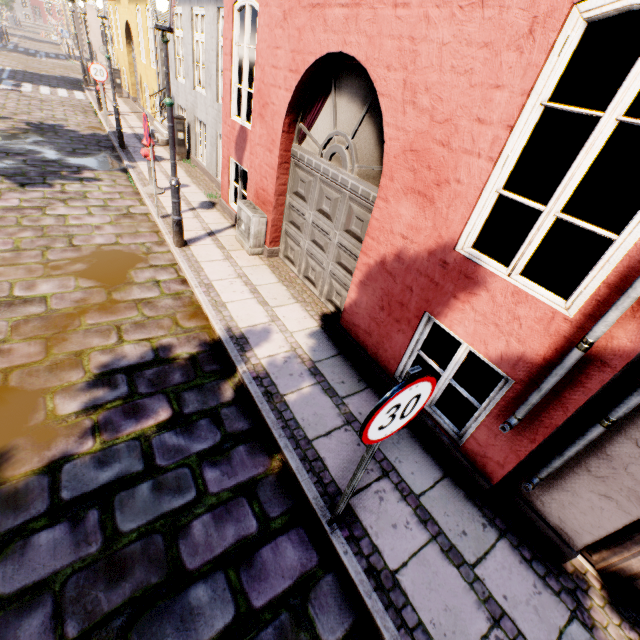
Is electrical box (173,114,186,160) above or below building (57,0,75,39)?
below

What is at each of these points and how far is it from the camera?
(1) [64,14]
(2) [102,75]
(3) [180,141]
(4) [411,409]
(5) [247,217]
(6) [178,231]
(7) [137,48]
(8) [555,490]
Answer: (1) building, 47.7 meters
(2) sign, 11.2 meters
(3) electrical box, 10.3 meters
(4) sign, 1.9 meters
(5) electrical box, 6.1 meters
(6) street light, 6.0 meters
(7) building, 14.3 meters
(8) building, 2.9 meters

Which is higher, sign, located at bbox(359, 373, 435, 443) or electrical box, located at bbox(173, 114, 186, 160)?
sign, located at bbox(359, 373, 435, 443)

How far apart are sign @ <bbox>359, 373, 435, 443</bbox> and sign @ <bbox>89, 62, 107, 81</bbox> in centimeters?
1520cm

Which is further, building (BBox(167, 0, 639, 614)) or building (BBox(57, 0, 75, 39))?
building (BBox(57, 0, 75, 39))

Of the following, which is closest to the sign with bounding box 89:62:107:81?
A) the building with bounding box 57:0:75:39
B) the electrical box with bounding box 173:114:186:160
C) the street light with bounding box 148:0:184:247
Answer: the electrical box with bounding box 173:114:186:160

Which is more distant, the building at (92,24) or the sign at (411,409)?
the building at (92,24)

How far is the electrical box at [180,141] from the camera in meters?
9.9 m
